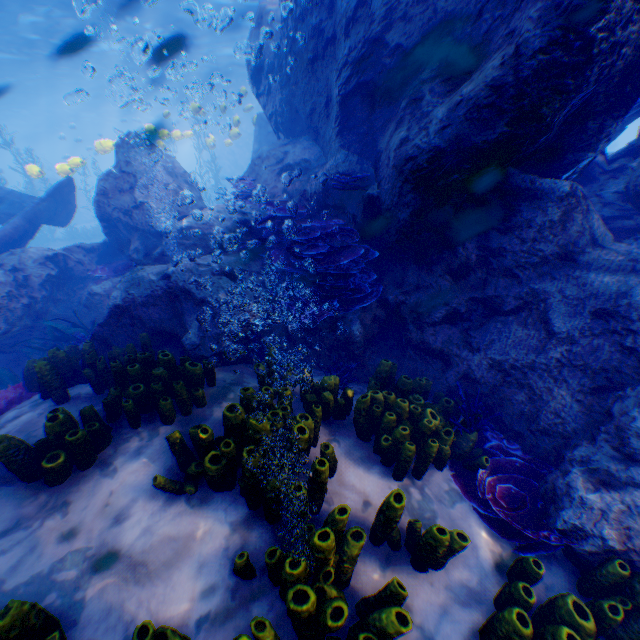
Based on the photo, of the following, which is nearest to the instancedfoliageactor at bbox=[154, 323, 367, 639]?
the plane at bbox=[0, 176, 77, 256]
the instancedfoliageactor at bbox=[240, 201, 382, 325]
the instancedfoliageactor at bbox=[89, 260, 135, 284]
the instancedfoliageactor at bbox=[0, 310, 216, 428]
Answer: the plane at bbox=[0, 176, 77, 256]

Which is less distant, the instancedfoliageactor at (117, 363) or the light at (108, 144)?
the instancedfoliageactor at (117, 363)

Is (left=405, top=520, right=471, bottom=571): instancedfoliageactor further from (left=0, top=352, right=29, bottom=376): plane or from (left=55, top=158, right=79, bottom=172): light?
(left=55, top=158, right=79, bottom=172): light

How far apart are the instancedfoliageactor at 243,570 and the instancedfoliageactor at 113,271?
8.15m

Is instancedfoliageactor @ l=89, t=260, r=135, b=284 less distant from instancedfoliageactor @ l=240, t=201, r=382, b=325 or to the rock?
the rock

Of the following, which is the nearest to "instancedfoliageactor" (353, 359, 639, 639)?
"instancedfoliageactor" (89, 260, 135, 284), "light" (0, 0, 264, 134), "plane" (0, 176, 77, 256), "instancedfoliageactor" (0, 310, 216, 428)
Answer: "instancedfoliageactor" (0, 310, 216, 428)

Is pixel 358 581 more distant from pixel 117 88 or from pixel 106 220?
pixel 117 88

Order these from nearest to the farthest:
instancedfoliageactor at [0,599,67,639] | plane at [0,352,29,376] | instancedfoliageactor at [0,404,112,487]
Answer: instancedfoliageactor at [0,599,67,639]
instancedfoliageactor at [0,404,112,487]
plane at [0,352,29,376]
